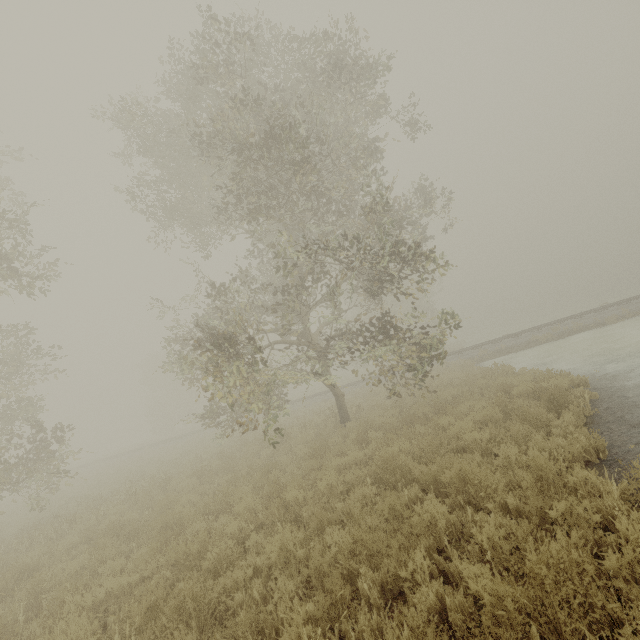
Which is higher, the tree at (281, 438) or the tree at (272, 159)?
the tree at (272, 159)

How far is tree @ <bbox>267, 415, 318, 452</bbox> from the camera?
8.23m

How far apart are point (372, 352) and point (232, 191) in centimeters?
618cm

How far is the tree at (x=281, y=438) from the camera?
8.23m

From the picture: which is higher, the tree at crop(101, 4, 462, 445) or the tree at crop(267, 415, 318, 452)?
the tree at crop(101, 4, 462, 445)
